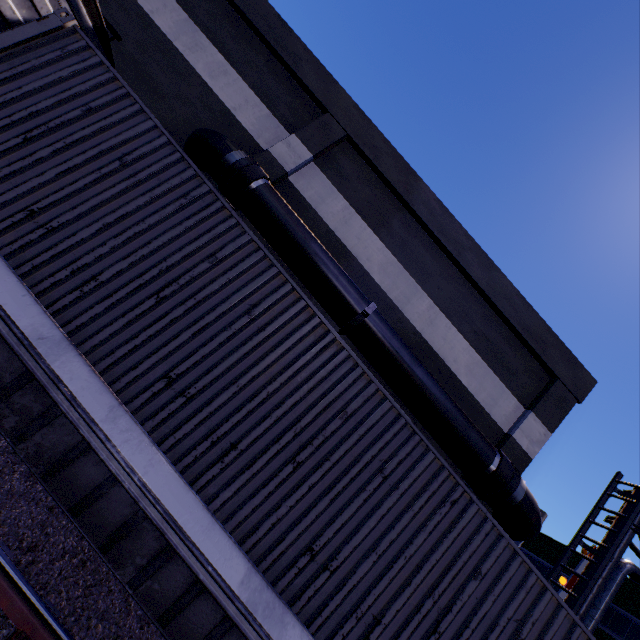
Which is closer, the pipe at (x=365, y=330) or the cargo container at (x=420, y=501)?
the cargo container at (x=420, y=501)

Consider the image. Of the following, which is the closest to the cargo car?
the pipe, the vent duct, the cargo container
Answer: the cargo container

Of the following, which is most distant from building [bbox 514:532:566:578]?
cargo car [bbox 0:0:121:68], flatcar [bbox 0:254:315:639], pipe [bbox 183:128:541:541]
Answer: flatcar [bbox 0:254:315:639]

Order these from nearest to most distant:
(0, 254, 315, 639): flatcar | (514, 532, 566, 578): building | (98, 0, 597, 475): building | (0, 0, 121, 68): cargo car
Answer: (0, 254, 315, 639): flatcar < (0, 0, 121, 68): cargo car < (98, 0, 597, 475): building < (514, 532, 566, 578): building

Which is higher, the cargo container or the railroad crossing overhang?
the railroad crossing overhang

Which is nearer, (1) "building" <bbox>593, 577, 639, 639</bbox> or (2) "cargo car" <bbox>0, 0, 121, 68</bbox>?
(2) "cargo car" <bbox>0, 0, 121, 68</bbox>

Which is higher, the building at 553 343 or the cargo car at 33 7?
the building at 553 343

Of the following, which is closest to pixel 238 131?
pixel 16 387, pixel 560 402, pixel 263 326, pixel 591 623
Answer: → pixel 263 326
